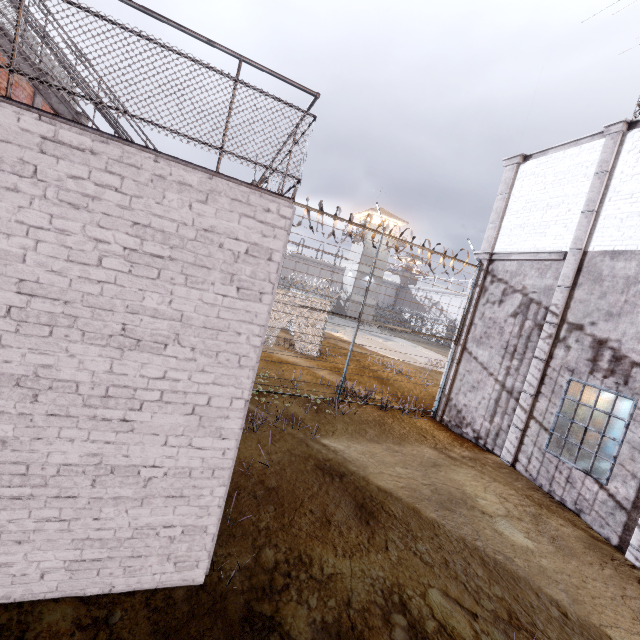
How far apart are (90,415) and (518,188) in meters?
12.6

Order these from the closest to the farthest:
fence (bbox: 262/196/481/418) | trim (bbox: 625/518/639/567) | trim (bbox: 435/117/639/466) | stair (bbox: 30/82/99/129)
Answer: stair (bbox: 30/82/99/129) → trim (bbox: 625/518/639/567) → trim (bbox: 435/117/639/466) → fence (bbox: 262/196/481/418)

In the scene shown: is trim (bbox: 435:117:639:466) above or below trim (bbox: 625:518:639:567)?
above

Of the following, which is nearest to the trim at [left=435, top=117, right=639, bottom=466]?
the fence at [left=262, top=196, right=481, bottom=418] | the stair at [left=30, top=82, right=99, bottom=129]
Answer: the fence at [left=262, top=196, right=481, bottom=418]

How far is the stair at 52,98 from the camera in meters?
5.7 m

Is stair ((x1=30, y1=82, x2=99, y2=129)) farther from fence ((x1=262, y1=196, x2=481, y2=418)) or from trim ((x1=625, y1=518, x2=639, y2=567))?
trim ((x1=625, y1=518, x2=639, y2=567))

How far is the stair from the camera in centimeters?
570cm

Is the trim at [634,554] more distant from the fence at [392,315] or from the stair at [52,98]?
the stair at [52,98]
